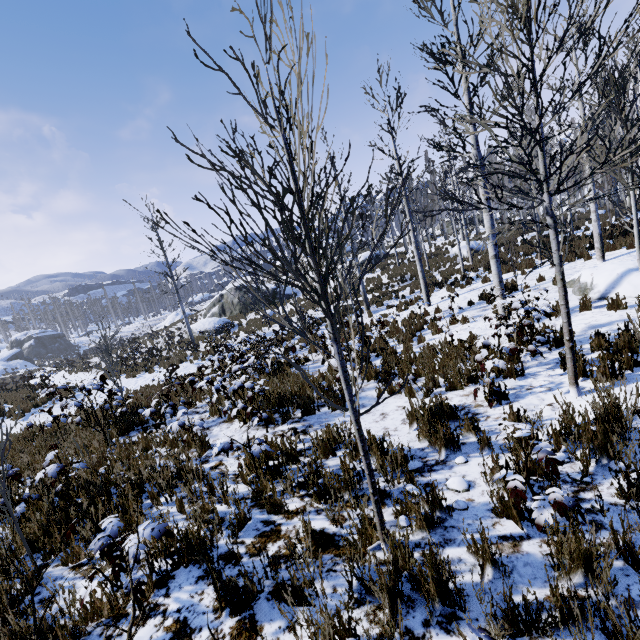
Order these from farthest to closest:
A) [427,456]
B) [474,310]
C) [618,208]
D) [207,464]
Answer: [474,310] < [618,208] < [207,464] < [427,456]

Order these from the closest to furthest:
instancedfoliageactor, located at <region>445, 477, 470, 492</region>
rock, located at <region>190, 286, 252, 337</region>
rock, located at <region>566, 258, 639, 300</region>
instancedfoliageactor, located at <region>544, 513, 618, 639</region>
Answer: instancedfoliageactor, located at <region>544, 513, 618, 639</region> < instancedfoliageactor, located at <region>445, 477, 470, 492</region> < rock, located at <region>566, 258, 639, 300</region> < rock, located at <region>190, 286, 252, 337</region>

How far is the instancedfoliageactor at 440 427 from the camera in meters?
2.3

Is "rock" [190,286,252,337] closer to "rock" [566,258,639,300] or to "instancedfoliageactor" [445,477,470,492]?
"instancedfoliageactor" [445,477,470,492]

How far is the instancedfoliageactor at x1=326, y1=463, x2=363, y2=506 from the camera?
3.5 meters

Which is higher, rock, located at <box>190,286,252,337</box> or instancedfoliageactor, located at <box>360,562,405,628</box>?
rock, located at <box>190,286,252,337</box>

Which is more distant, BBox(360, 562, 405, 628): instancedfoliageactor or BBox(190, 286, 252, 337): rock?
BBox(190, 286, 252, 337): rock

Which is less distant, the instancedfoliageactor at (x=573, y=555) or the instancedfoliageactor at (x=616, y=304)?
the instancedfoliageactor at (x=573, y=555)
